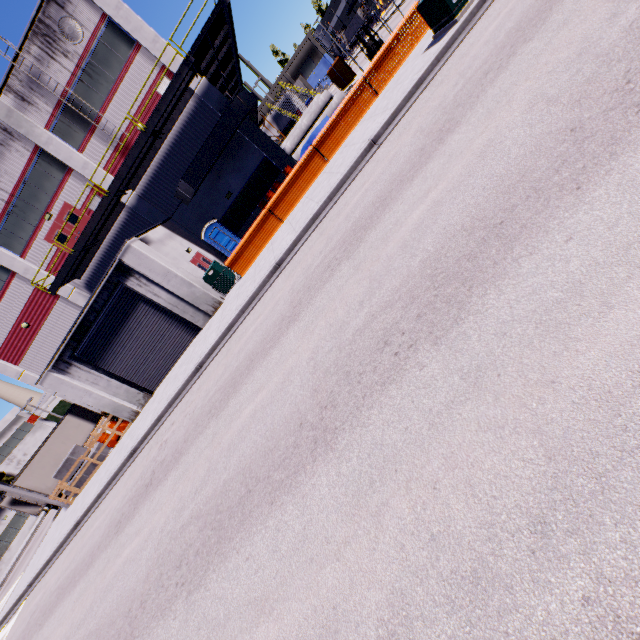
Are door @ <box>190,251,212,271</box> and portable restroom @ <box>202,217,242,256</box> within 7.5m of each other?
yes

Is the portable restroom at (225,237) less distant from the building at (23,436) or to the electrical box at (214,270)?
the building at (23,436)

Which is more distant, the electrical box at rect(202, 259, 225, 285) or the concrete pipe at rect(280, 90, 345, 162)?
the concrete pipe at rect(280, 90, 345, 162)

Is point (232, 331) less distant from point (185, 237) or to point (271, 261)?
point (271, 261)

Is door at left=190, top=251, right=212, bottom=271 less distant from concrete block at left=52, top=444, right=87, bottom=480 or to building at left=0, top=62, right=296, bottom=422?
building at left=0, top=62, right=296, bottom=422

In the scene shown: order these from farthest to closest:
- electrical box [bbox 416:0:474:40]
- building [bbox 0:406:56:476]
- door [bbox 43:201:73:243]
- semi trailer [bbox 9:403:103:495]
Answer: building [bbox 0:406:56:476] < semi trailer [bbox 9:403:103:495] < door [bbox 43:201:73:243] < electrical box [bbox 416:0:474:40]

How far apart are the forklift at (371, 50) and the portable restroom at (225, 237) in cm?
1206

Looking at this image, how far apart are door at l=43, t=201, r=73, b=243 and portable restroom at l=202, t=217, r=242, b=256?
7.20m
